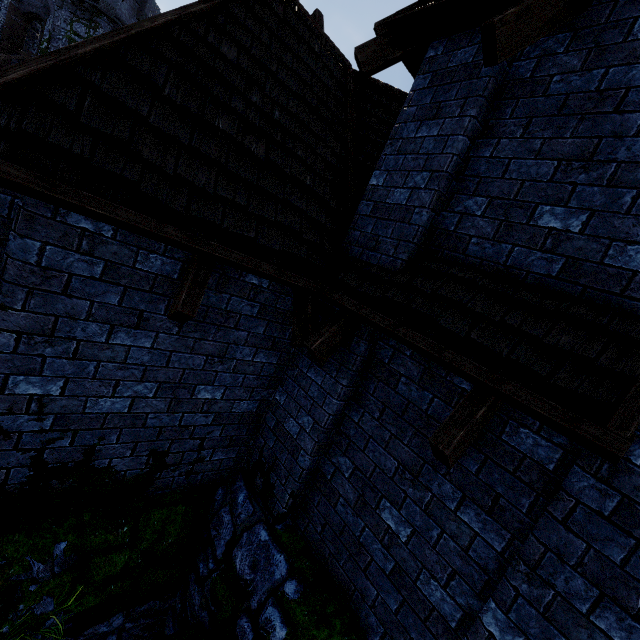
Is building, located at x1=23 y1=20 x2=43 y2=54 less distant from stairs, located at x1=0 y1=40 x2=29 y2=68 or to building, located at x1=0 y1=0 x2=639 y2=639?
stairs, located at x1=0 y1=40 x2=29 y2=68

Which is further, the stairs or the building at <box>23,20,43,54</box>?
the building at <box>23,20,43,54</box>

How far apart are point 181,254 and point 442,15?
3.5m

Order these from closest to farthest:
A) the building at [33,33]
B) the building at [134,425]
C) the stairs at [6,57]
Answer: the building at [134,425]
the stairs at [6,57]
the building at [33,33]

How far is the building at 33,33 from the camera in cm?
2314

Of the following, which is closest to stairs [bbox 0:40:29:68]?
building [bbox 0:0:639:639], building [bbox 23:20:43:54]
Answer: building [bbox 23:20:43:54]
